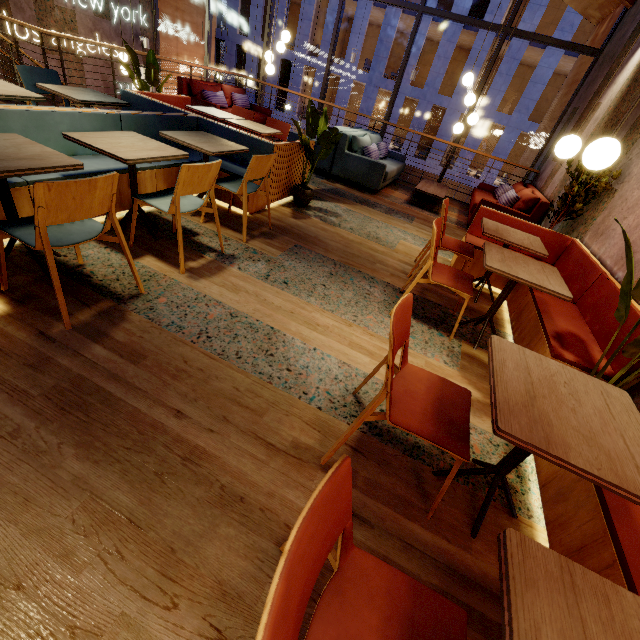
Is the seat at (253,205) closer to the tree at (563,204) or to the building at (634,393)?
the building at (634,393)

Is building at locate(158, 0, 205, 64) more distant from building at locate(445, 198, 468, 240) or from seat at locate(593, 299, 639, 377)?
seat at locate(593, 299, 639, 377)

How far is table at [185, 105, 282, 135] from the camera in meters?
4.6 m

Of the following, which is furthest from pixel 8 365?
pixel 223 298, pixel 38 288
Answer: pixel 223 298

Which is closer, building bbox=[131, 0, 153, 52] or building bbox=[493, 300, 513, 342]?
building bbox=[493, 300, 513, 342]

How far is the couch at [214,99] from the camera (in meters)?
6.93

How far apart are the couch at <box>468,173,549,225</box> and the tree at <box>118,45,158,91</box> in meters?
5.5 m

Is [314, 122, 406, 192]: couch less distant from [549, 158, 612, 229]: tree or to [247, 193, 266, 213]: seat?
[247, 193, 266, 213]: seat
